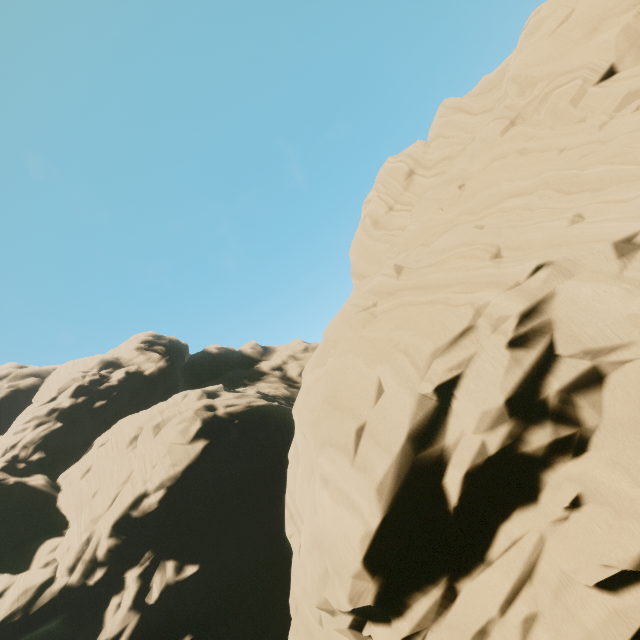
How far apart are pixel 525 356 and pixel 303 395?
8.5 meters
